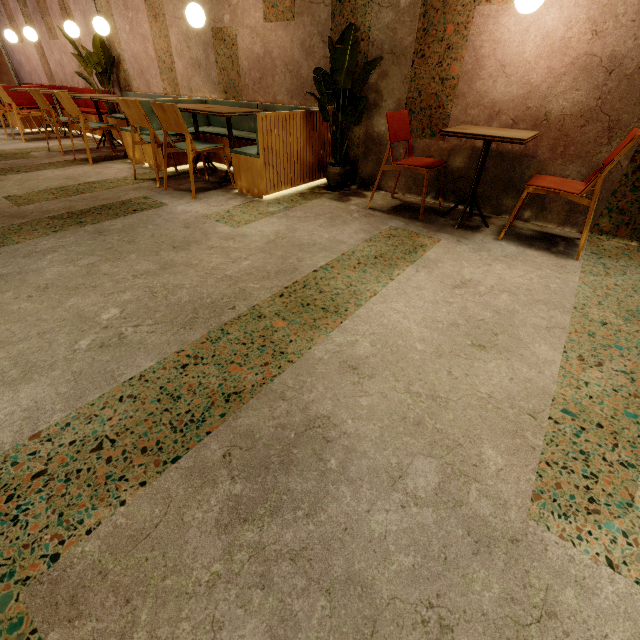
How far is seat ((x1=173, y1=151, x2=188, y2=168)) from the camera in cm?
446

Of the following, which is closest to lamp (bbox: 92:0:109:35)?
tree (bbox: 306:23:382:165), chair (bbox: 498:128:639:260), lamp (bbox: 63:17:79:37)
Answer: lamp (bbox: 63:17:79:37)

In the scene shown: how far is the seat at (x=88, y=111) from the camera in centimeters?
634cm

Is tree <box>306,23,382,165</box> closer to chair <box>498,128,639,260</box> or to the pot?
the pot

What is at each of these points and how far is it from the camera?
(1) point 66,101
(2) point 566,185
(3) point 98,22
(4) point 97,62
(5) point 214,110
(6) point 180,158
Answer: (1) chair, 4.3m
(2) chair, 2.5m
(3) lamp, 4.3m
(4) tree, 5.6m
(5) table, 3.5m
(6) seat, 4.5m

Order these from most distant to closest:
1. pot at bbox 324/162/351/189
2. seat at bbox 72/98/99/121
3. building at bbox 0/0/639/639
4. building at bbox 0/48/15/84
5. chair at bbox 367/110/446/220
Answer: building at bbox 0/48/15/84 → seat at bbox 72/98/99/121 → pot at bbox 324/162/351/189 → chair at bbox 367/110/446/220 → building at bbox 0/0/639/639

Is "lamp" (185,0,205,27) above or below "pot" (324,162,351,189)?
above

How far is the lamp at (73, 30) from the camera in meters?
4.7
